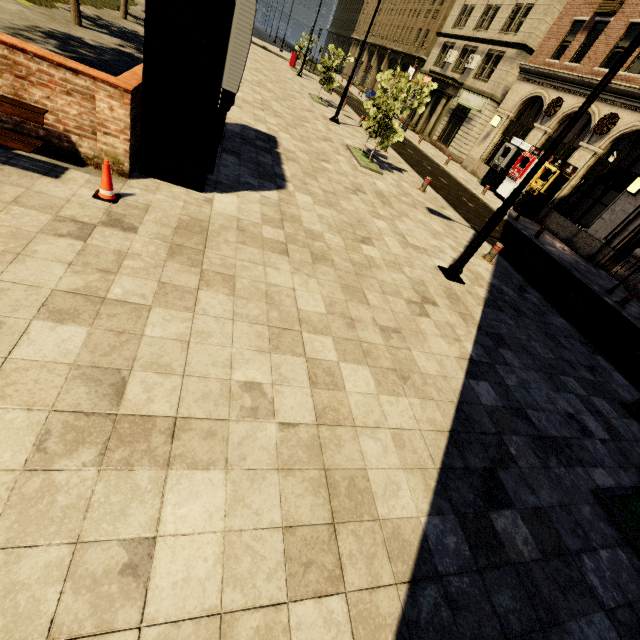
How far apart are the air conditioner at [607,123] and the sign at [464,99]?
9.9m

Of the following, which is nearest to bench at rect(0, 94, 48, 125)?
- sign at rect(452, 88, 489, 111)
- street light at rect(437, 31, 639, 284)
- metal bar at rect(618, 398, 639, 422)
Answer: street light at rect(437, 31, 639, 284)

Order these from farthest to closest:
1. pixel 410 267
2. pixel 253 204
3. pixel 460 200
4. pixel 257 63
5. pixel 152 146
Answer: pixel 257 63 < pixel 460 200 < pixel 410 267 < pixel 253 204 < pixel 152 146

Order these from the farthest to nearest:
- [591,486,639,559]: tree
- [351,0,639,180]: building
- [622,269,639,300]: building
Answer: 1. [351,0,639,180]: building
2. [622,269,639,300]: building
3. [591,486,639,559]: tree

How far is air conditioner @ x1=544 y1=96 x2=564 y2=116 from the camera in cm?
1898

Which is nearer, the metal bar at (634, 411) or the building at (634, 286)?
the metal bar at (634, 411)

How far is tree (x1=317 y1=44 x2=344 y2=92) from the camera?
19.3 meters

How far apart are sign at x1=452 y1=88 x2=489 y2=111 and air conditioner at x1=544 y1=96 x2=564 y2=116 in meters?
5.9 m
